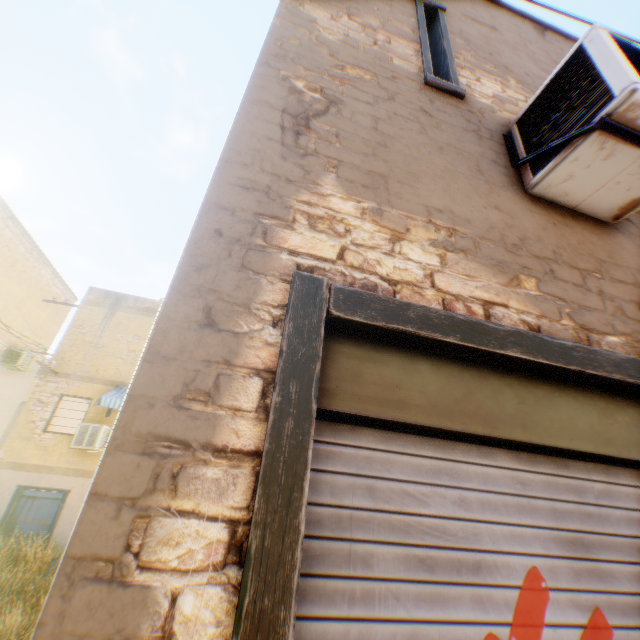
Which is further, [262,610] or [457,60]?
[457,60]

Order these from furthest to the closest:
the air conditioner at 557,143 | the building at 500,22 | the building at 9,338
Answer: the building at 9,338 → the air conditioner at 557,143 → the building at 500,22

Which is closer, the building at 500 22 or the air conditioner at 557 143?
the building at 500 22

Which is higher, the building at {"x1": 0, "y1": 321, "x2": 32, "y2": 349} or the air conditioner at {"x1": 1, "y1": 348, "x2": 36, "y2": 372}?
the building at {"x1": 0, "y1": 321, "x2": 32, "y2": 349}

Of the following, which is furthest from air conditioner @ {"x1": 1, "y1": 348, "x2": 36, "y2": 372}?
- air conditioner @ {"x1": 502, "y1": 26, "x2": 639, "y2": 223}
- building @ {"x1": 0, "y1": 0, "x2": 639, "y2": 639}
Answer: air conditioner @ {"x1": 502, "y1": 26, "x2": 639, "y2": 223}

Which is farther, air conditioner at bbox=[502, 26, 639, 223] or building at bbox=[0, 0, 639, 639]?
air conditioner at bbox=[502, 26, 639, 223]

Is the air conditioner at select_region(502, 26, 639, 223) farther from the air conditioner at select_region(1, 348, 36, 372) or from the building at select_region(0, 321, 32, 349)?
the air conditioner at select_region(1, 348, 36, 372)

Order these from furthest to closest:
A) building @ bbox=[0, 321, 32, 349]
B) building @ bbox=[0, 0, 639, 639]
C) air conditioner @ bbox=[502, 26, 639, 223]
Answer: building @ bbox=[0, 321, 32, 349] < air conditioner @ bbox=[502, 26, 639, 223] < building @ bbox=[0, 0, 639, 639]
